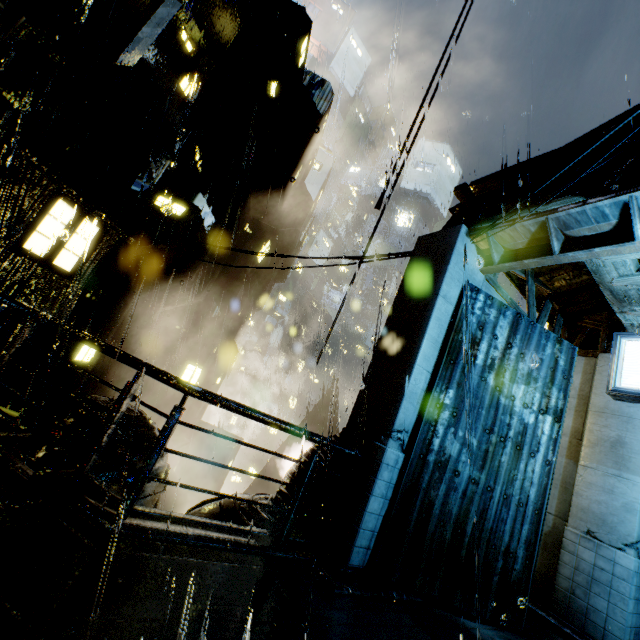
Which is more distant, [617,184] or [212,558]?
[617,184]

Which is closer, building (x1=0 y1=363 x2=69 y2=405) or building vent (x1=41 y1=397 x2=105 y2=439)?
building (x1=0 y1=363 x2=69 y2=405)

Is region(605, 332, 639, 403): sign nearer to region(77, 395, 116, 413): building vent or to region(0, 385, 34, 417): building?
region(0, 385, 34, 417): building

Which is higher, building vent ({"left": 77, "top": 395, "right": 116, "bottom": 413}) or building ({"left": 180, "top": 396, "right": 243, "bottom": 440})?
building vent ({"left": 77, "top": 395, "right": 116, "bottom": 413})

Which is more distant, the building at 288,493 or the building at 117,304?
the building at 117,304

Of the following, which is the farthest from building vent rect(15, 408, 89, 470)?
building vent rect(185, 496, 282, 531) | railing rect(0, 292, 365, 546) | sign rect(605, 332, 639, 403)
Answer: sign rect(605, 332, 639, 403)

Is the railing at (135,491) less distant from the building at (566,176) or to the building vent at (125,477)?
the building at (566,176)
